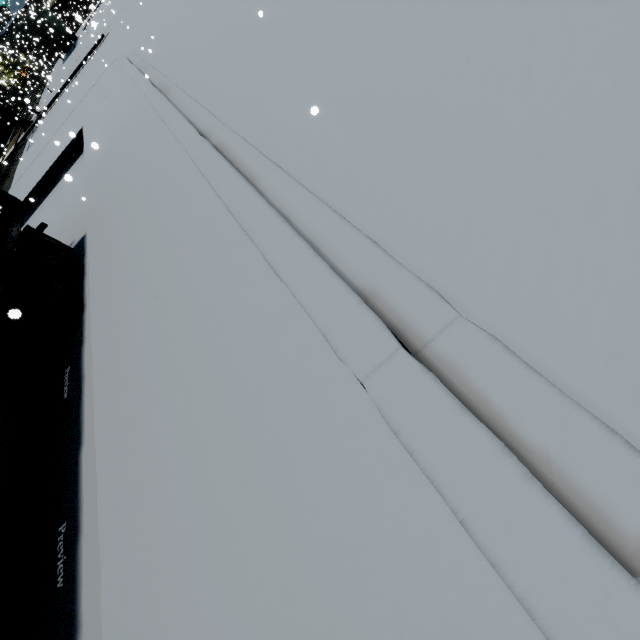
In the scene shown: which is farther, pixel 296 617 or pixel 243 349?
pixel 243 349

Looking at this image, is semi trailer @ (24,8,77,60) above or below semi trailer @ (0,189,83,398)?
above

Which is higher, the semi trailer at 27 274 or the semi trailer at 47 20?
the semi trailer at 47 20

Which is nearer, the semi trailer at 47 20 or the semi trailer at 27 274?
the semi trailer at 27 274

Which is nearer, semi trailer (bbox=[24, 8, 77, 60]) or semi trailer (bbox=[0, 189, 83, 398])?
semi trailer (bbox=[0, 189, 83, 398])

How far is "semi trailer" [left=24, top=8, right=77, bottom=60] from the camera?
35.12m
